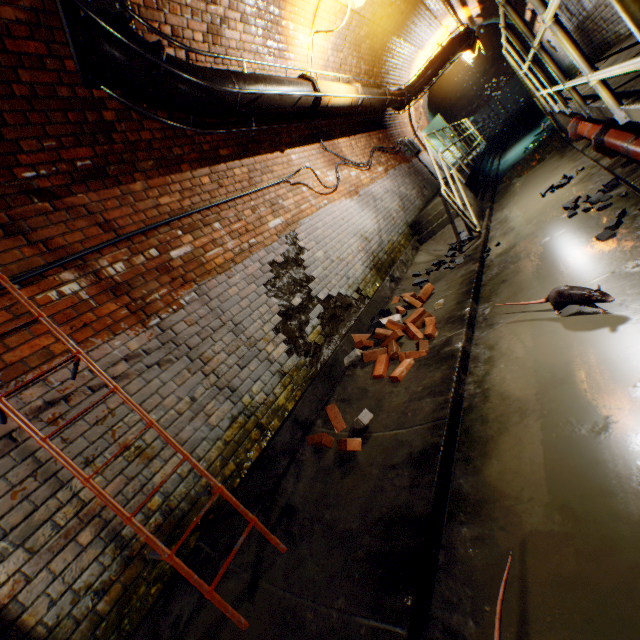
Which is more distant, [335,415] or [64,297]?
[335,415]

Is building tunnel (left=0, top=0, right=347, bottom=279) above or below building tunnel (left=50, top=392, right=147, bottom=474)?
above

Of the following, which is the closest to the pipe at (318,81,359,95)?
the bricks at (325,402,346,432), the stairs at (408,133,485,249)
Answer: the stairs at (408,133,485,249)

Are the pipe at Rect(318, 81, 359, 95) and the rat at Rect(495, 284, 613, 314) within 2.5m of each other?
no

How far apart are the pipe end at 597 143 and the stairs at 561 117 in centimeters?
288cm

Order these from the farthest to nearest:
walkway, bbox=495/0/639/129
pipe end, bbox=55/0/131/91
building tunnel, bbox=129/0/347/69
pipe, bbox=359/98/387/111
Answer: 1. pipe, bbox=359/98/387/111
2. building tunnel, bbox=129/0/347/69
3. pipe end, bbox=55/0/131/91
4. walkway, bbox=495/0/639/129

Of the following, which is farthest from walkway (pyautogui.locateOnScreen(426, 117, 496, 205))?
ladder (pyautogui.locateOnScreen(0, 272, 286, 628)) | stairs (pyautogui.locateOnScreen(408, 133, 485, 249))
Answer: ladder (pyautogui.locateOnScreen(0, 272, 286, 628))

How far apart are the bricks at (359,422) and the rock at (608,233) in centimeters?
260cm
